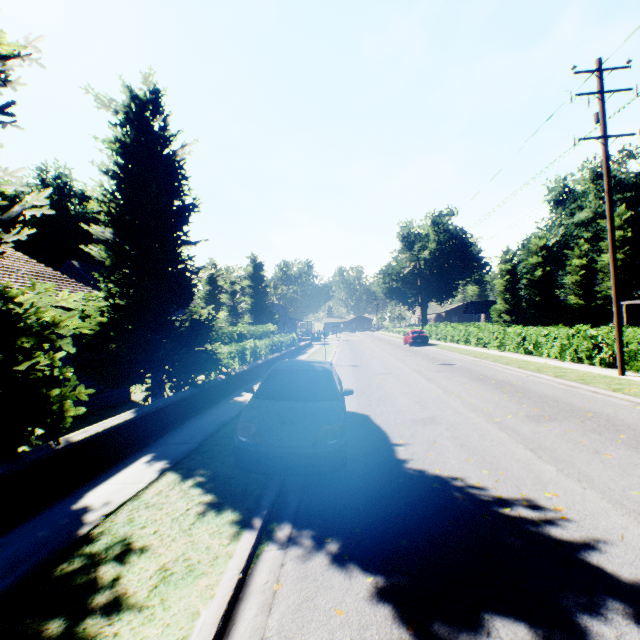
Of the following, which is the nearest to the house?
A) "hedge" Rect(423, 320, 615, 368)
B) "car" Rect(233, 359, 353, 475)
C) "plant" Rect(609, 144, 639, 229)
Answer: "plant" Rect(609, 144, 639, 229)

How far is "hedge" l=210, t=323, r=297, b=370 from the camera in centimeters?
1549cm

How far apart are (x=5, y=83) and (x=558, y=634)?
10.19m

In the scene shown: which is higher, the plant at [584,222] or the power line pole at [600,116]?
the plant at [584,222]

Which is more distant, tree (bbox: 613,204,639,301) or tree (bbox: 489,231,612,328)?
tree (bbox: 489,231,612,328)

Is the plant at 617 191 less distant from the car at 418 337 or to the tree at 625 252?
the tree at 625 252

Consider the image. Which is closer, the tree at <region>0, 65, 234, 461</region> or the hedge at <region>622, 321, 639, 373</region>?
the tree at <region>0, 65, 234, 461</region>

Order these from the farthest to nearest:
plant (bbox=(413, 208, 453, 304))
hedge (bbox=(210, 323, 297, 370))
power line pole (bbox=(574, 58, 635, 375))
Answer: plant (bbox=(413, 208, 453, 304)) < hedge (bbox=(210, 323, 297, 370)) < power line pole (bbox=(574, 58, 635, 375))
